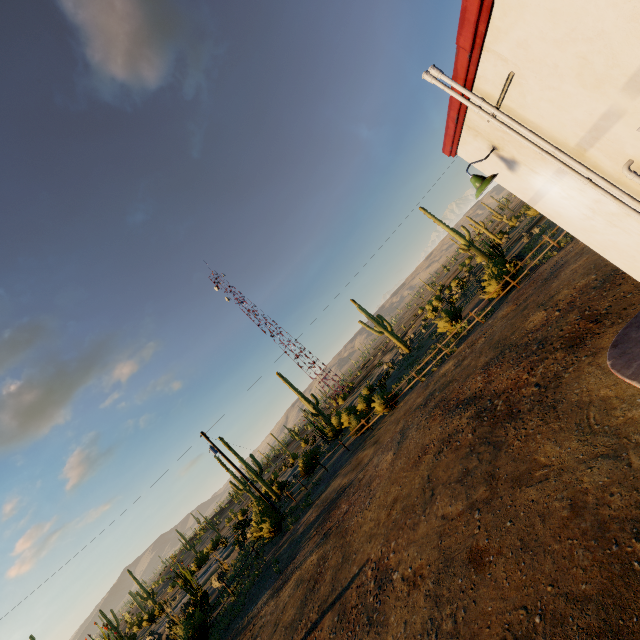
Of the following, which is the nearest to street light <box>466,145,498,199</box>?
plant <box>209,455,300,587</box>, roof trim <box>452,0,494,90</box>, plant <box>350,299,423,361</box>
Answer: roof trim <box>452,0,494,90</box>

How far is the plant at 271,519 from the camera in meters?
20.6 m

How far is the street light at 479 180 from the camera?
4.8 meters

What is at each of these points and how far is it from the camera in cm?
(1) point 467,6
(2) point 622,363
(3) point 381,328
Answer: A:
(1) roof trim, 290
(2) curb, 586
(3) plant, 3797

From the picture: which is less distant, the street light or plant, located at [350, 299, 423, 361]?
the street light

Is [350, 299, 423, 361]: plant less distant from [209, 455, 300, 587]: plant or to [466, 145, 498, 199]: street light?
[209, 455, 300, 587]: plant

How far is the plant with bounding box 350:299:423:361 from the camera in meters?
37.3

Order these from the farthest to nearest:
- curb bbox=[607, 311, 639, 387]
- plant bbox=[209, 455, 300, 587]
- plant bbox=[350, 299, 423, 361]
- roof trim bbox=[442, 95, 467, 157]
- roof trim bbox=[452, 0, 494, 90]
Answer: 1. plant bbox=[350, 299, 423, 361]
2. plant bbox=[209, 455, 300, 587]
3. curb bbox=[607, 311, 639, 387]
4. roof trim bbox=[442, 95, 467, 157]
5. roof trim bbox=[452, 0, 494, 90]
